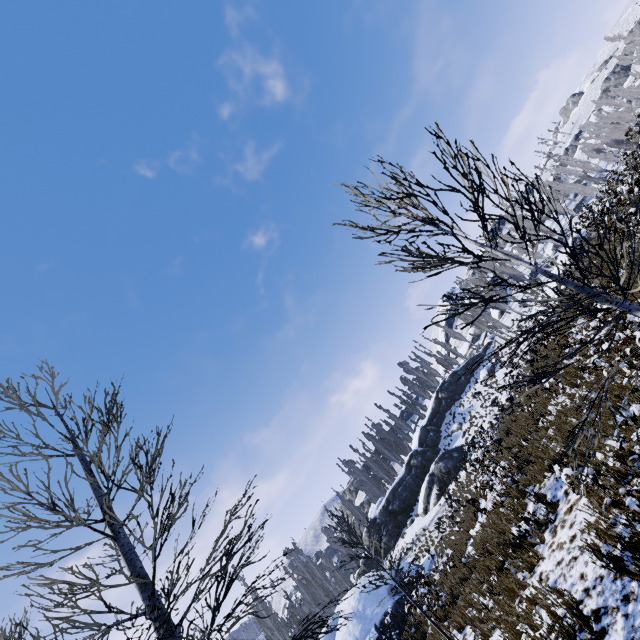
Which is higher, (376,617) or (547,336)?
(547,336)

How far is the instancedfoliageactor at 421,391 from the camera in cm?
5766

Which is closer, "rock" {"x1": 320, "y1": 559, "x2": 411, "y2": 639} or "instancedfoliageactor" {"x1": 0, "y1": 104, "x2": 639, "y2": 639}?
"instancedfoliageactor" {"x1": 0, "y1": 104, "x2": 639, "y2": 639}

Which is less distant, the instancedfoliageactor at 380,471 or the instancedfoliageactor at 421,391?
the instancedfoliageactor at 380,471

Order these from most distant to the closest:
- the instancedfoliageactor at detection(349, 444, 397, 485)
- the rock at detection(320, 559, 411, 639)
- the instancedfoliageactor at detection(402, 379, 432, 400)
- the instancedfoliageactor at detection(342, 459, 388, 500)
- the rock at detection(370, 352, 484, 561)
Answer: the instancedfoliageactor at detection(402, 379, 432, 400) → the instancedfoliageactor at detection(342, 459, 388, 500) → the instancedfoliageactor at detection(349, 444, 397, 485) → the rock at detection(370, 352, 484, 561) → the rock at detection(320, 559, 411, 639)

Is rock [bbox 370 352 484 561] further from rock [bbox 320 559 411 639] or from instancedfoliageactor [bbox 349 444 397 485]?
rock [bbox 320 559 411 639]

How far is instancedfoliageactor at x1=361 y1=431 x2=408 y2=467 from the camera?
50.8 meters
